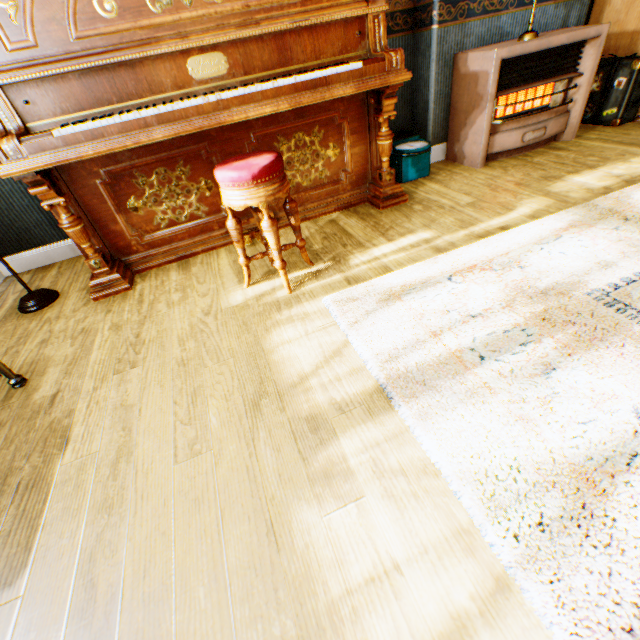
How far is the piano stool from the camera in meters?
1.6 m

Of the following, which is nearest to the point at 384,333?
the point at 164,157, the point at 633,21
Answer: the point at 164,157

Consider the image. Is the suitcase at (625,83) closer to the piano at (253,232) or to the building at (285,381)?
the building at (285,381)

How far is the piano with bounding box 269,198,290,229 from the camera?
2.67m

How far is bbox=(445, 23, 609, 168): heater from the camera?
2.7 meters

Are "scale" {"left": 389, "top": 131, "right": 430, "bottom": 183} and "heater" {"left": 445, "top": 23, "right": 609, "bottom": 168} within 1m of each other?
yes

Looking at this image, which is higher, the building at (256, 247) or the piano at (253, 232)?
the piano at (253, 232)

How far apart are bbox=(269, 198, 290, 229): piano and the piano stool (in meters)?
0.32
